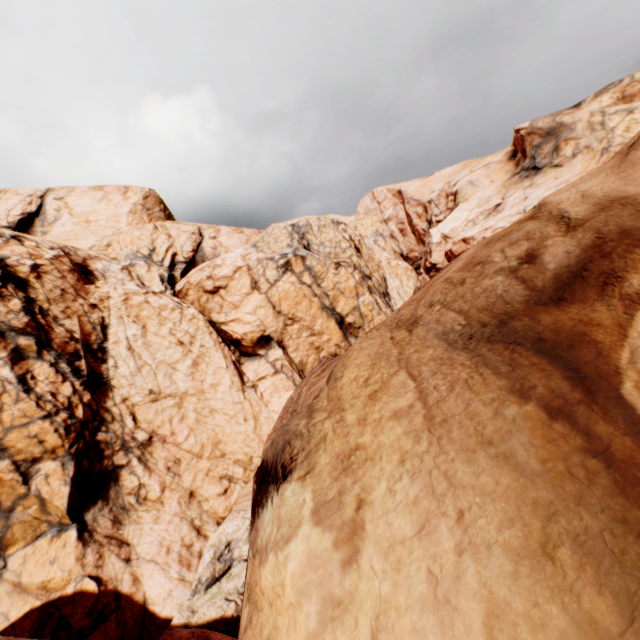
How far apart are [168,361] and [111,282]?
7.6 meters
